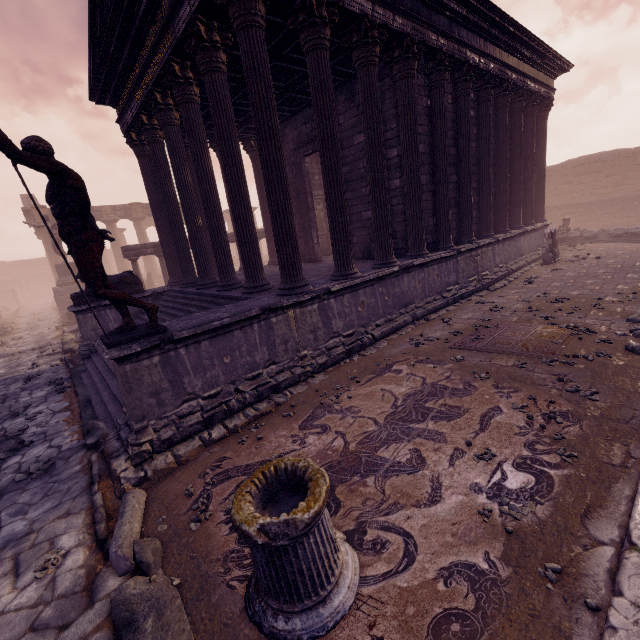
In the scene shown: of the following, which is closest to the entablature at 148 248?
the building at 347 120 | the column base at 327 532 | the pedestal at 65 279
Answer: the building at 347 120

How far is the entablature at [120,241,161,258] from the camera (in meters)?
14.49

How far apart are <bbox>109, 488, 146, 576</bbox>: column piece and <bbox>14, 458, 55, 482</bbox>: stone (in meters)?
2.03

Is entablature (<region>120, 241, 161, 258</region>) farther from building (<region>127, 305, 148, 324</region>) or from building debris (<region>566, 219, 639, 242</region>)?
building debris (<region>566, 219, 639, 242</region>)

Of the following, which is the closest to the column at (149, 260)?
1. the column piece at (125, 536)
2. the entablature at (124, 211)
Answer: the entablature at (124, 211)

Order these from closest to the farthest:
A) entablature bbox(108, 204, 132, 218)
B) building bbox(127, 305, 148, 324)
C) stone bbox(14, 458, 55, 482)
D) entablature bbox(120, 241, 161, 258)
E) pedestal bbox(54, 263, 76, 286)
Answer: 1. stone bbox(14, 458, 55, 482)
2. building bbox(127, 305, 148, 324)
3. entablature bbox(120, 241, 161, 258)
4. pedestal bbox(54, 263, 76, 286)
5. entablature bbox(108, 204, 132, 218)

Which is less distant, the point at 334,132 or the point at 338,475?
the point at 338,475

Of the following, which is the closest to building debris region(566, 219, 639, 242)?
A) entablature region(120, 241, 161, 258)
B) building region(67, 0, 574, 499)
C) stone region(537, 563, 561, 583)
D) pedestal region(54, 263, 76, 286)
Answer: building region(67, 0, 574, 499)
